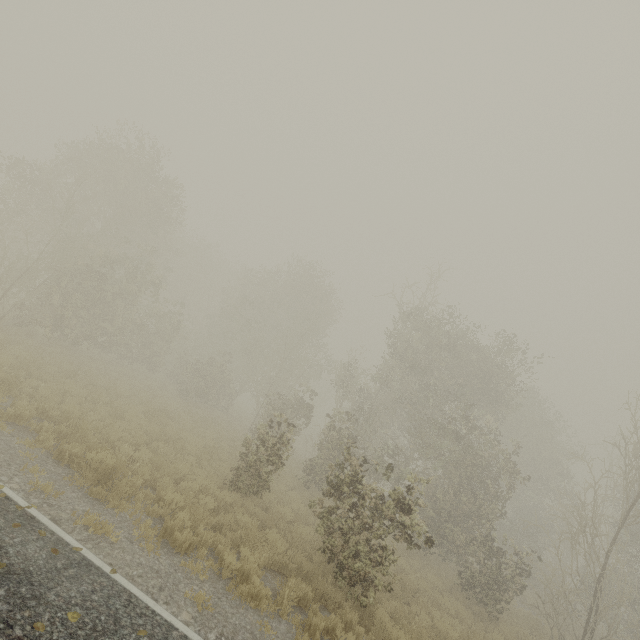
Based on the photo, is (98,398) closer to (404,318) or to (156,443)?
(156,443)
